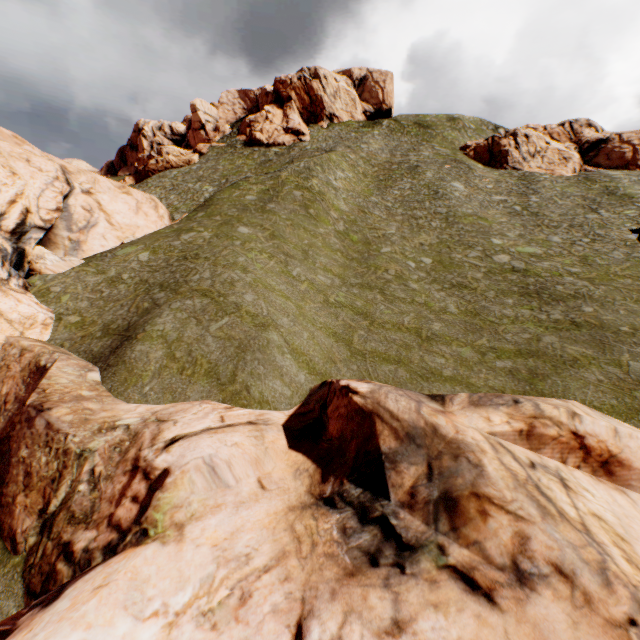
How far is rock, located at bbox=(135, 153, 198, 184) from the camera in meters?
54.1

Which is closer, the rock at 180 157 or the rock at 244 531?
the rock at 244 531

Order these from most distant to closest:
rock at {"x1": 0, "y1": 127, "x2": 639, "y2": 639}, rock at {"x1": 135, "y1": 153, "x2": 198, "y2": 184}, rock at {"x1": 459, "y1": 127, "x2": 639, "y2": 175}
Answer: rock at {"x1": 135, "y1": 153, "x2": 198, "y2": 184} < rock at {"x1": 459, "y1": 127, "x2": 639, "y2": 175} < rock at {"x1": 0, "y1": 127, "x2": 639, "y2": 639}

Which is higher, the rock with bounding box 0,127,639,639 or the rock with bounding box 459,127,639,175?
the rock with bounding box 459,127,639,175

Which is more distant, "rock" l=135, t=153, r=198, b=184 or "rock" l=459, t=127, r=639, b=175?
"rock" l=135, t=153, r=198, b=184

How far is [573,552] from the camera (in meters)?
6.26

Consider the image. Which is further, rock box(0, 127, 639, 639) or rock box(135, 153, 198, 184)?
rock box(135, 153, 198, 184)

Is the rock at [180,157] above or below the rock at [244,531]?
above
